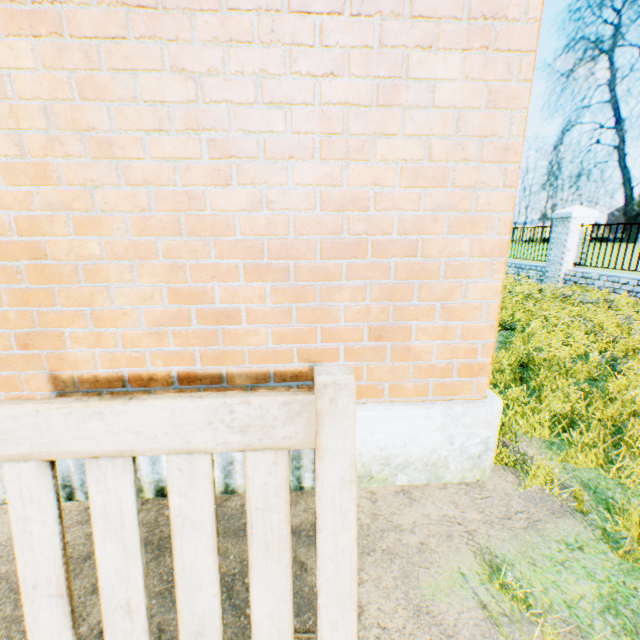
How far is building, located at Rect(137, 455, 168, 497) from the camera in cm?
205

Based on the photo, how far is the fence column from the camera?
9.98m

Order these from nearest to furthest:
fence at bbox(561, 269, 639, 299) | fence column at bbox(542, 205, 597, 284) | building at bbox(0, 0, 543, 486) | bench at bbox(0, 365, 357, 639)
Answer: bench at bbox(0, 365, 357, 639), building at bbox(0, 0, 543, 486), fence at bbox(561, 269, 639, 299), fence column at bbox(542, 205, 597, 284)

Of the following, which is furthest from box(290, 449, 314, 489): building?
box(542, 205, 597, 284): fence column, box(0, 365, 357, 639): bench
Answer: box(542, 205, 597, 284): fence column

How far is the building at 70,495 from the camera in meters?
2.0

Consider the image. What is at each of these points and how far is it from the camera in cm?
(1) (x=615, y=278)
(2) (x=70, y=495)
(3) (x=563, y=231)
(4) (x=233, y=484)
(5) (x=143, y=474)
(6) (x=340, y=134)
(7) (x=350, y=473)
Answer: (1) fence, 868
(2) building, 208
(3) fence column, 1027
(4) building, 213
(5) building, 207
(6) building, 178
(7) bench, 60

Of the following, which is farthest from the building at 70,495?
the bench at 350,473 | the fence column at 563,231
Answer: the fence column at 563,231
